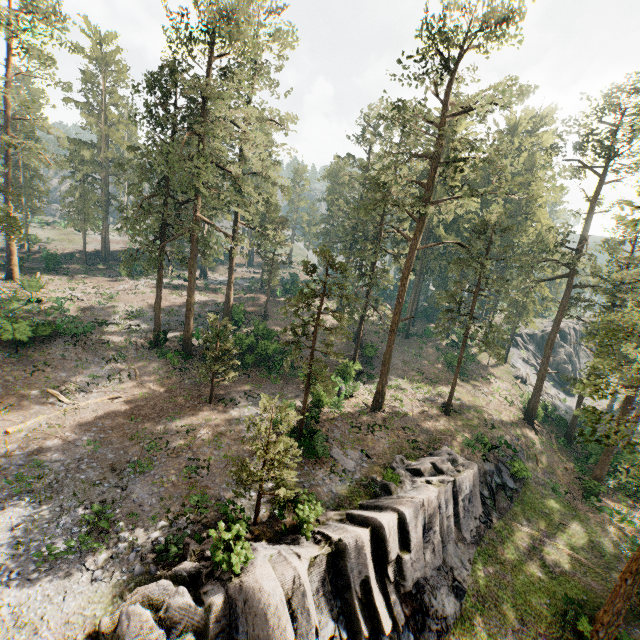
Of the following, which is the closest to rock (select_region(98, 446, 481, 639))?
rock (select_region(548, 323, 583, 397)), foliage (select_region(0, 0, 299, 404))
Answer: foliage (select_region(0, 0, 299, 404))

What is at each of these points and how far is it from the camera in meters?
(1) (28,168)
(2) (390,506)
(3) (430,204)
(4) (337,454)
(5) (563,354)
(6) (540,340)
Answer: (1) foliage, 48.1
(2) rock, 17.7
(3) foliage, 25.7
(4) foliage, 22.5
(5) rock, 55.1
(6) rock, 56.4

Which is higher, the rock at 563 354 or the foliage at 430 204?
the foliage at 430 204

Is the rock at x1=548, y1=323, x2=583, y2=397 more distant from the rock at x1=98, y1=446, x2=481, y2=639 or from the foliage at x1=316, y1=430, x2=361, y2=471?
the rock at x1=98, y1=446, x2=481, y2=639

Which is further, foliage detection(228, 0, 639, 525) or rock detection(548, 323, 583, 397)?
rock detection(548, 323, 583, 397)

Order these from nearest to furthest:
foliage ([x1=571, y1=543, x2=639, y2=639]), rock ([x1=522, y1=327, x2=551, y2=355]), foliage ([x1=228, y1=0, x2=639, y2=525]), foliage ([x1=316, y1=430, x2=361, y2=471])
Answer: foliage ([x1=571, y1=543, x2=639, y2=639]) < foliage ([x1=228, y1=0, x2=639, y2=525]) < foliage ([x1=316, y1=430, x2=361, y2=471]) < rock ([x1=522, y1=327, x2=551, y2=355])

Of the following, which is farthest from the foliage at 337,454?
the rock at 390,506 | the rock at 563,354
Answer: the rock at 390,506
